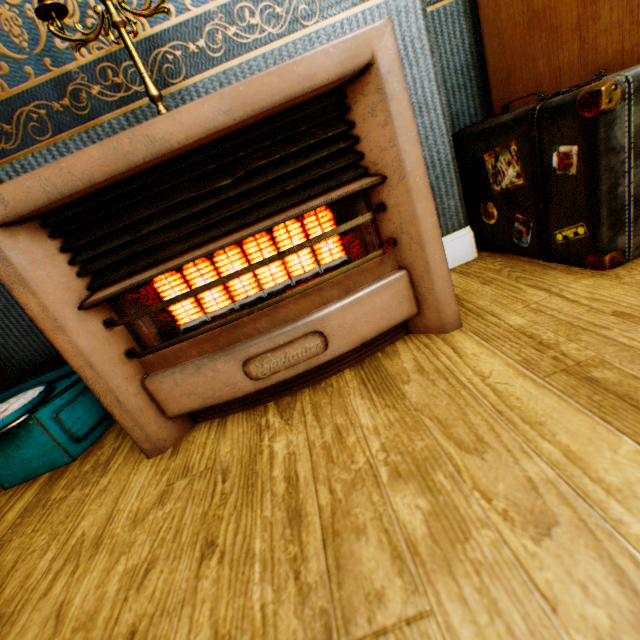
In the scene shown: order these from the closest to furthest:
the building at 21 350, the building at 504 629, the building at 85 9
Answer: the building at 504 629, the building at 85 9, the building at 21 350

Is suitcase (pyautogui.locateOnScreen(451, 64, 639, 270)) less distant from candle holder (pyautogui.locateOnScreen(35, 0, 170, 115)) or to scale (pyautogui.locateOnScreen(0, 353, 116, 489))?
candle holder (pyautogui.locateOnScreen(35, 0, 170, 115))

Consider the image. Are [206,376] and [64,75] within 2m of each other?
yes

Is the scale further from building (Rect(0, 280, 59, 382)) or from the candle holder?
the candle holder

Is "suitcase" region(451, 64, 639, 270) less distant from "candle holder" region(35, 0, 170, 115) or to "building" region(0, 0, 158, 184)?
"building" region(0, 0, 158, 184)

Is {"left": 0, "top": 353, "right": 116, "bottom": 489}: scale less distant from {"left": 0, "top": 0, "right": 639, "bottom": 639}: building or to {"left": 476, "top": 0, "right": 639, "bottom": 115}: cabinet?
{"left": 0, "top": 0, "right": 639, "bottom": 639}: building

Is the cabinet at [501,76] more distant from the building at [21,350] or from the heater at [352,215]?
the heater at [352,215]

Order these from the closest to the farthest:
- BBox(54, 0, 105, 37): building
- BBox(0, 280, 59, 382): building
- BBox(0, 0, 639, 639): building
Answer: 1. BBox(0, 0, 639, 639): building
2. BBox(54, 0, 105, 37): building
3. BBox(0, 280, 59, 382): building
